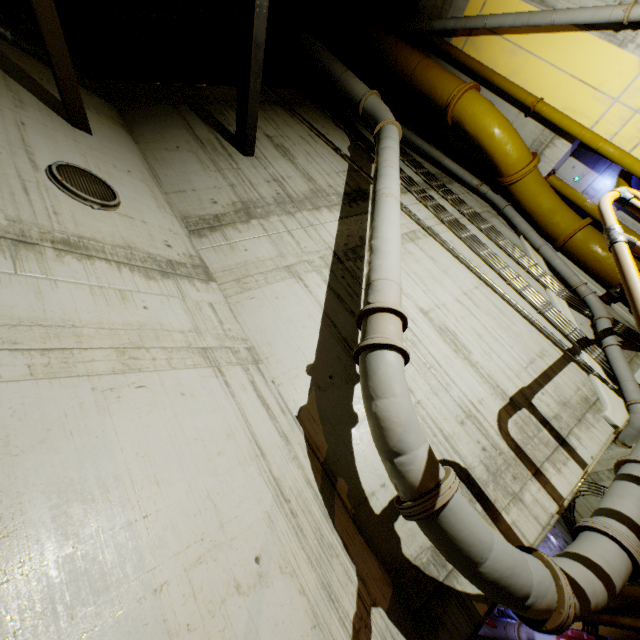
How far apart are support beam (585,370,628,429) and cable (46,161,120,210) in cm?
834

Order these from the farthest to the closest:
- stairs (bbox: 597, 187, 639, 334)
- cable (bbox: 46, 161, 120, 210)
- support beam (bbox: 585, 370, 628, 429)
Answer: support beam (bbox: 585, 370, 628, 429), cable (bbox: 46, 161, 120, 210), stairs (bbox: 597, 187, 639, 334)

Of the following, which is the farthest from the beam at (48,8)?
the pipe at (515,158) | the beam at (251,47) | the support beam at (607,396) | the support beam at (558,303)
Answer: the support beam at (558,303)

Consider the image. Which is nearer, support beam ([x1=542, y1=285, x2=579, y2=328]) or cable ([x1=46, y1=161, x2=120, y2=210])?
cable ([x1=46, y1=161, x2=120, y2=210])

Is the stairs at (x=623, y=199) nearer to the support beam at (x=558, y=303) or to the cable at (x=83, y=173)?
the support beam at (x=558, y=303)

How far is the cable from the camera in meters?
3.9

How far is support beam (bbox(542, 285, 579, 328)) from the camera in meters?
6.7

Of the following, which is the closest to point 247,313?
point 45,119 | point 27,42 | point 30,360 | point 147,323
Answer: point 147,323
